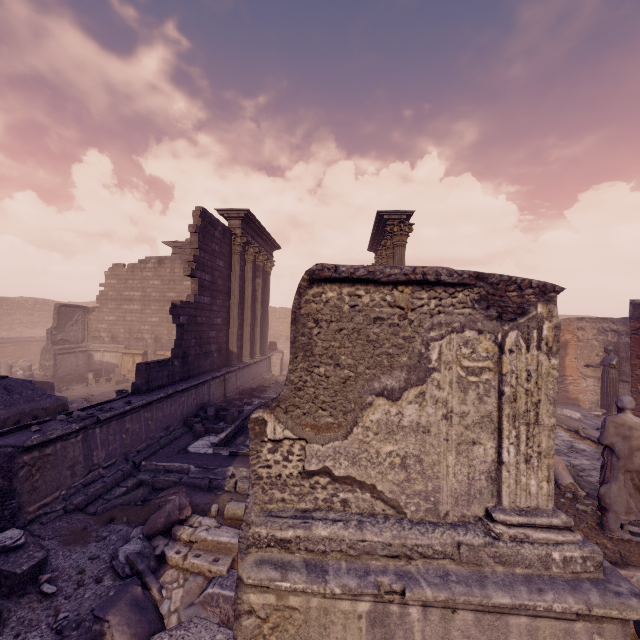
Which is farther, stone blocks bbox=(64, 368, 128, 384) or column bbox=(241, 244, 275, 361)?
stone blocks bbox=(64, 368, 128, 384)

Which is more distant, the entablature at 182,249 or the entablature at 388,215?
the entablature at 182,249

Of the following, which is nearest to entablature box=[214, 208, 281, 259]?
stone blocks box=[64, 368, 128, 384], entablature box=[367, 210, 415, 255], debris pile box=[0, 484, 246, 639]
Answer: entablature box=[367, 210, 415, 255]

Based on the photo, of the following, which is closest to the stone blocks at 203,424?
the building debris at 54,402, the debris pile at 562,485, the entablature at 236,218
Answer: the building debris at 54,402

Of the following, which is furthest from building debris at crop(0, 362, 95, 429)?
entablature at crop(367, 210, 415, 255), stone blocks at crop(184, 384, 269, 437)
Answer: entablature at crop(367, 210, 415, 255)

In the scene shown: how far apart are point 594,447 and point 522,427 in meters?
10.3 m

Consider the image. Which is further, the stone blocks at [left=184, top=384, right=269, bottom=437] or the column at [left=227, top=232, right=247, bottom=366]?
the column at [left=227, top=232, right=247, bottom=366]

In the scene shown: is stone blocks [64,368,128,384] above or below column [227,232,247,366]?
below
